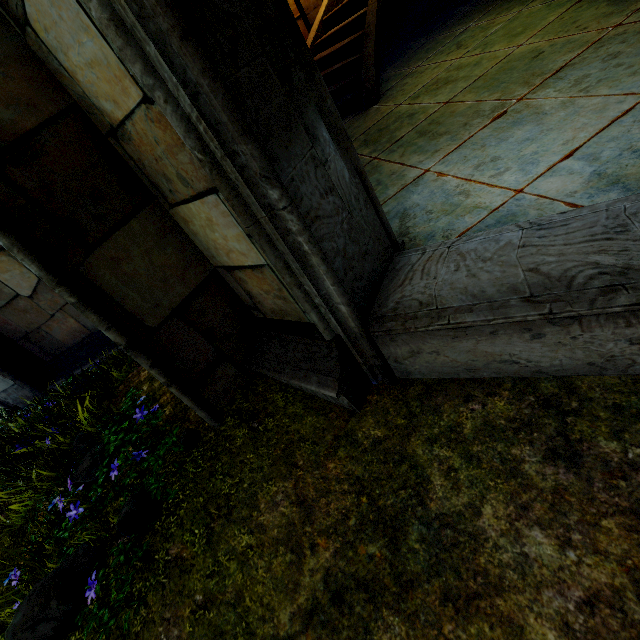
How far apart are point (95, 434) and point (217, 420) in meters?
1.3 m
